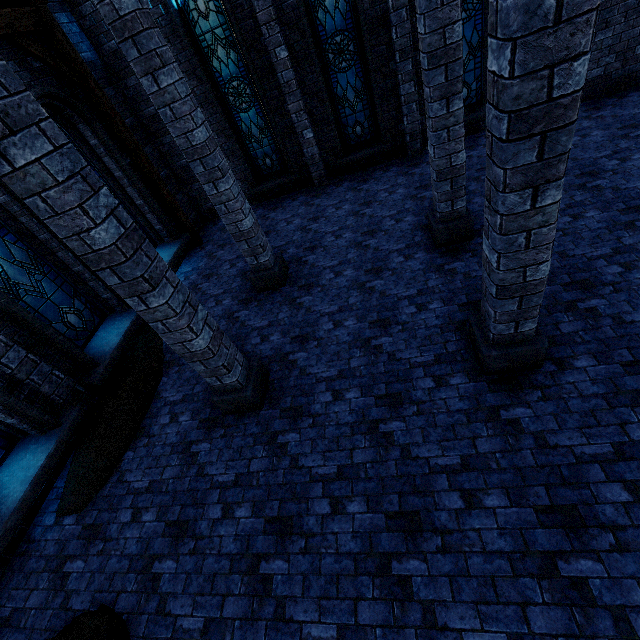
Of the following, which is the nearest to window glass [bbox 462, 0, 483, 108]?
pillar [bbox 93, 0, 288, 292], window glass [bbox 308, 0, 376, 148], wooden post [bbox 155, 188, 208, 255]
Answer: window glass [bbox 308, 0, 376, 148]

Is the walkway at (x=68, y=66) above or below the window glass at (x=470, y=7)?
above

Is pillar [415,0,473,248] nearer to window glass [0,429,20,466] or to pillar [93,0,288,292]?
pillar [93,0,288,292]

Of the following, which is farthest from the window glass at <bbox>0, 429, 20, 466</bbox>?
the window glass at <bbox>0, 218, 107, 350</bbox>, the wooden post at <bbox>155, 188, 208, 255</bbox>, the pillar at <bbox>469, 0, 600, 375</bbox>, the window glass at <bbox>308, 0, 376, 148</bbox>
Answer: the window glass at <bbox>308, 0, 376, 148</bbox>

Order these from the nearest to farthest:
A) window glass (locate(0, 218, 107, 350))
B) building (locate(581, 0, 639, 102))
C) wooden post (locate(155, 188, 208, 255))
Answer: window glass (locate(0, 218, 107, 350)) → building (locate(581, 0, 639, 102)) → wooden post (locate(155, 188, 208, 255))

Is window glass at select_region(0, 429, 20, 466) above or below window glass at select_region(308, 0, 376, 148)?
below

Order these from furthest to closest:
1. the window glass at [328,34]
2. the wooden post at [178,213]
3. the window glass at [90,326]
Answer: the wooden post at [178,213] < the window glass at [328,34] < the window glass at [90,326]

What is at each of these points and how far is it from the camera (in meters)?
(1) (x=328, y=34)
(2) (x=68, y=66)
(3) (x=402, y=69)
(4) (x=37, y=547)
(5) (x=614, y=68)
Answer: (1) window glass, 8.19
(2) walkway, 7.04
(3) building, 8.23
(4) walkway, 4.77
(5) building, 8.09
